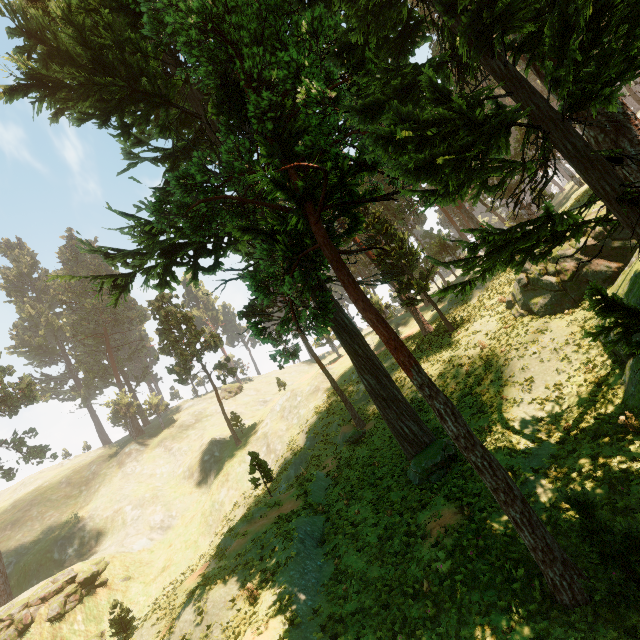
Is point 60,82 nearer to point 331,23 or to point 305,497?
point 331,23

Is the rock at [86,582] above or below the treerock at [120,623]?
above

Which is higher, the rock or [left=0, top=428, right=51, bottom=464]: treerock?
[left=0, top=428, right=51, bottom=464]: treerock

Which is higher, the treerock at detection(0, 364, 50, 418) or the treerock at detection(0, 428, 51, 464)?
the treerock at detection(0, 364, 50, 418)

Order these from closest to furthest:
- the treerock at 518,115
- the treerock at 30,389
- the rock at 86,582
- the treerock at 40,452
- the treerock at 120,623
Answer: the treerock at 518,115
the treerock at 120,623
the rock at 86,582
the treerock at 30,389
the treerock at 40,452

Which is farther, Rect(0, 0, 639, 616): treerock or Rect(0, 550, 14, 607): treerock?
Rect(0, 550, 14, 607): treerock
